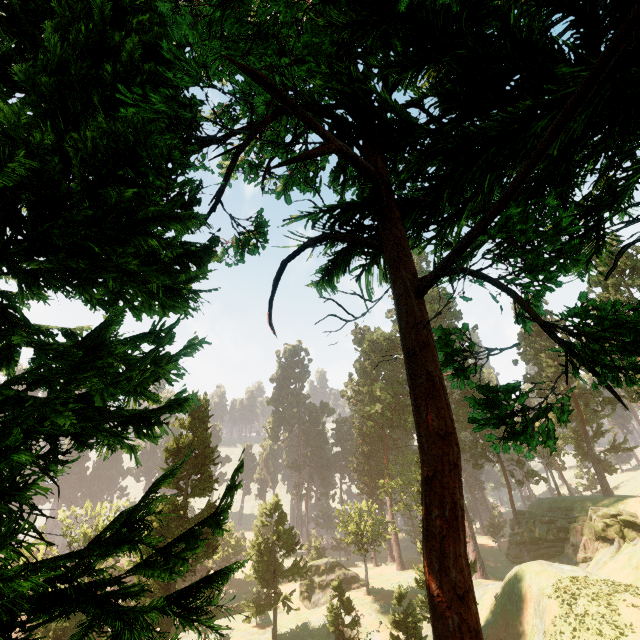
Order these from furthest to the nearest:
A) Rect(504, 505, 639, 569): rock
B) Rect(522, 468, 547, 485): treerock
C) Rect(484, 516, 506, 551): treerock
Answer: Rect(484, 516, 506, 551): treerock
Rect(522, 468, 547, 485): treerock
Rect(504, 505, 639, 569): rock

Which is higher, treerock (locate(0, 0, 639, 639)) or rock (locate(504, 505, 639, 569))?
treerock (locate(0, 0, 639, 639))

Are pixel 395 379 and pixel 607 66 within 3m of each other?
no

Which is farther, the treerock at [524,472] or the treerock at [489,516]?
the treerock at [489,516]

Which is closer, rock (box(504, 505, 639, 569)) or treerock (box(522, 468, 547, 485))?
rock (box(504, 505, 639, 569))

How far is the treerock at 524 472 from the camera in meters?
47.7

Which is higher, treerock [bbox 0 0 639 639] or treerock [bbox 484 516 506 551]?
treerock [bbox 0 0 639 639]
